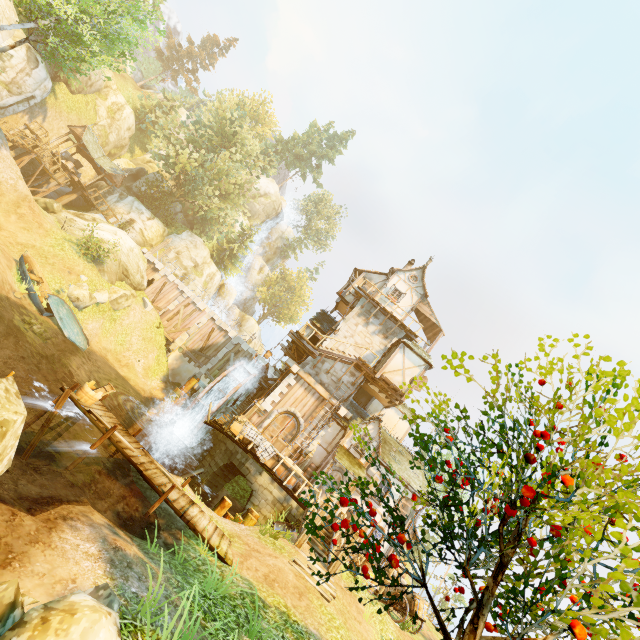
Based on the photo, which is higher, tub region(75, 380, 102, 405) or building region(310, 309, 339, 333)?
building region(310, 309, 339, 333)

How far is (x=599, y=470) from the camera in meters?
3.2

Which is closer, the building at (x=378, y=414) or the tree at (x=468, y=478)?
the tree at (x=468, y=478)

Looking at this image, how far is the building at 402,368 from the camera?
20.4m

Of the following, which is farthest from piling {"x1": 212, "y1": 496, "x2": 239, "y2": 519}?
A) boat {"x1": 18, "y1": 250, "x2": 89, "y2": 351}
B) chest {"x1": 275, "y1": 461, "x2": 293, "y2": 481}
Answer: boat {"x1": 18, "y1": 250, "x2": 89, "y2": 351}

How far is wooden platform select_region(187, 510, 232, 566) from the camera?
8.8m

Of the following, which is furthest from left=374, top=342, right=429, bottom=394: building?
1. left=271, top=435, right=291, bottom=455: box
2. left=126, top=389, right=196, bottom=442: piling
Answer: left=126, top=389, right=196, bottom=442: piling

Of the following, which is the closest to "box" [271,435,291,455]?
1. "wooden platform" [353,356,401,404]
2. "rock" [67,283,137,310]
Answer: "wooden platform" [353,356,401,404]
